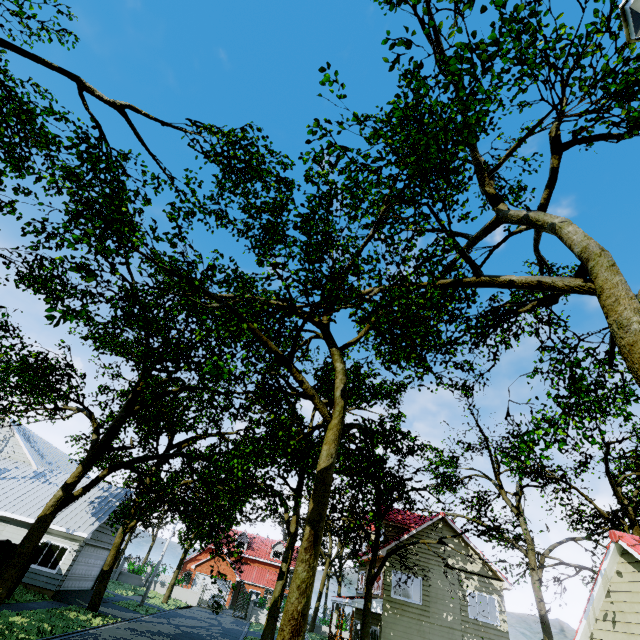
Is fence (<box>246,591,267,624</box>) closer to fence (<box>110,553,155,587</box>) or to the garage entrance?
fence (<box>110,553,155,587</box>)

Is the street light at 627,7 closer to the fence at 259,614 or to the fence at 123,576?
the fence at 259,614

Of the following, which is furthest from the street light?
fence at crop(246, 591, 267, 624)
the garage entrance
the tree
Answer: fence at crop(246, 591, 267, 624)

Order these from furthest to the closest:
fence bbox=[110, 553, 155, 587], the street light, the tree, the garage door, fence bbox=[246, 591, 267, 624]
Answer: fence bbox=[110, 553, 155, 587], fence bbox=[246, 591, 267, 624], the garage door, the tree, the street light

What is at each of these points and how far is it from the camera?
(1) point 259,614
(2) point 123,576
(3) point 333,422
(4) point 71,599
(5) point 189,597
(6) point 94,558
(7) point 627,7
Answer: (1) fence, 37.1m
(2) fence, 37.6m
(3) tree, 11.8m
(4) garage entrance, 19.4m
(5) fence, 37.2m
(6) garage door, 22.8m
(7) street light, 3.5m

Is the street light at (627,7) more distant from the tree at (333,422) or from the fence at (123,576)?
the fence at (123,576)

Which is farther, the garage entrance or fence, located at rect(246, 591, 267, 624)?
fence, located at rect(246, 591, 267, 624)

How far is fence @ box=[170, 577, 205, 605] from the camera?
36.94m
